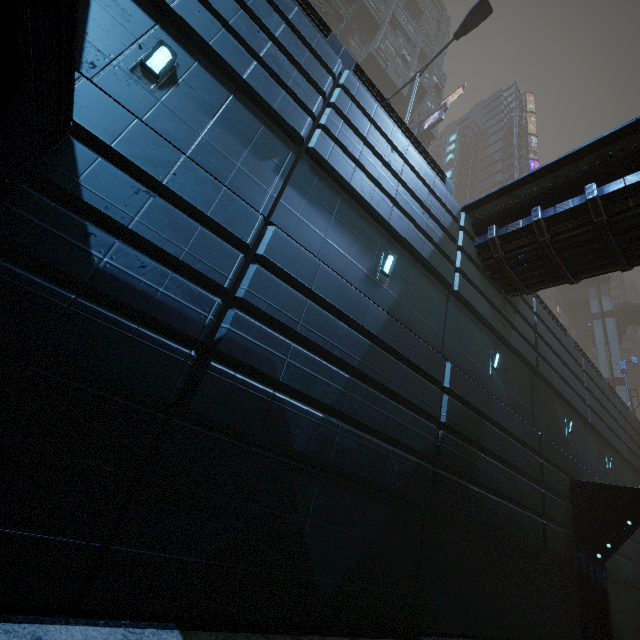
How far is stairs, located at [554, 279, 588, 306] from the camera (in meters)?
48.62

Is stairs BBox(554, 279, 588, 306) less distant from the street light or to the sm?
the sm

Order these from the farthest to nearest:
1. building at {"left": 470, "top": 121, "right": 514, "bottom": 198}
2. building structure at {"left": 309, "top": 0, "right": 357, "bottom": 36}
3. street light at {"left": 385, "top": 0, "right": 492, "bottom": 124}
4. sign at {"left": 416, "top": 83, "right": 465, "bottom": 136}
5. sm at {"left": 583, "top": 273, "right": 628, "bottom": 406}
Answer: building at {"left": 470, "top": 121, "right": 514, "bottom": 198}
sm at {"left": 583, "top": 273, "right": 628, "bottom": 406}
sign at {"left": 416, "top": 83, "right": 465, "bottom": 136}
building structure at {"left": 309, "top": 0, "right": 357, "bottom": 36}
street light at {"left": 385, "top": 0, "right": 492, "bottom": 124}

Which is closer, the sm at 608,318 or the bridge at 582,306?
the sm at 608,318

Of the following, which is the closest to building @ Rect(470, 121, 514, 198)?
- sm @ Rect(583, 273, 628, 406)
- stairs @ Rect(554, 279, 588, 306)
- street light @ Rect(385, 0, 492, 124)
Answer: sm @ Rect(583, 273, 628, 406)

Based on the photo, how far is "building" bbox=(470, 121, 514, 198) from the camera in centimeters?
5322cm

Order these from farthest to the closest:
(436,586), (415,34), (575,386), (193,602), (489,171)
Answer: (489,171), (415,34), (575,386), (436,586), (193,602)

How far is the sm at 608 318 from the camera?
36.4 meters
